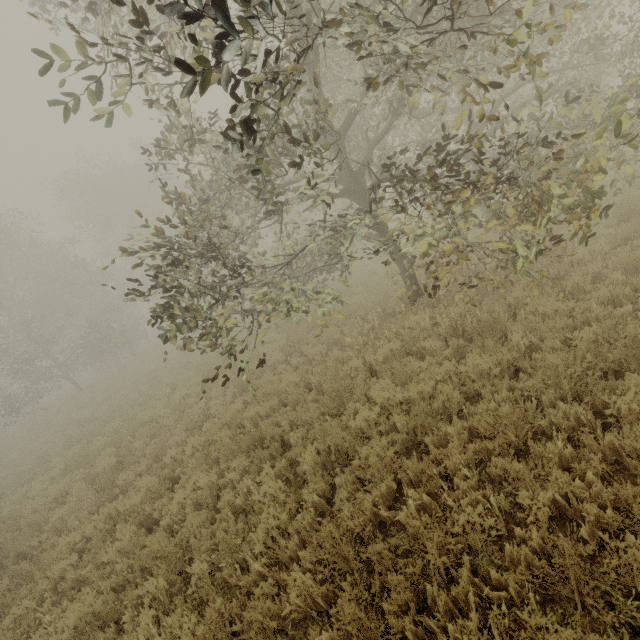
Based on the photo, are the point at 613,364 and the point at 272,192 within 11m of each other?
yes

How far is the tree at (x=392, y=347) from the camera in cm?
766

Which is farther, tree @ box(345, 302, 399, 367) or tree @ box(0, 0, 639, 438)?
tree @ box(345, 302, 399, 367)

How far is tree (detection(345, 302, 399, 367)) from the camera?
7.66m

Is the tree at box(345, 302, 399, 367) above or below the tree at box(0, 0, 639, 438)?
below

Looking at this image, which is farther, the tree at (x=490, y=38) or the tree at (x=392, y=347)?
the tree at (x=392, y=347)
